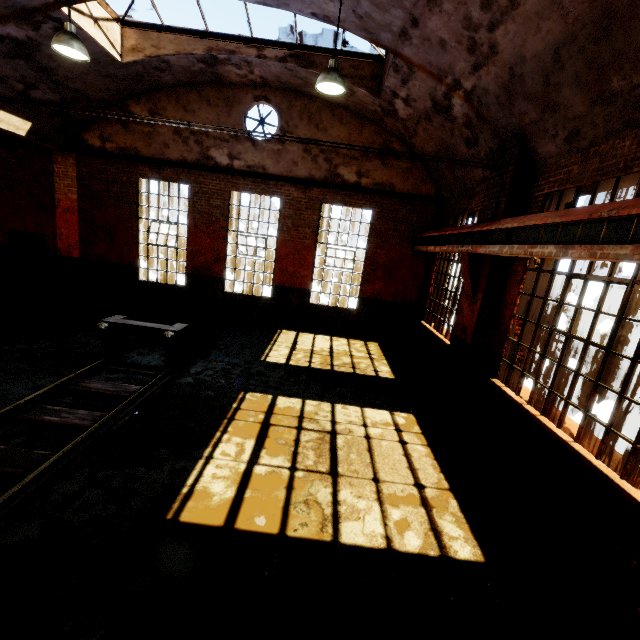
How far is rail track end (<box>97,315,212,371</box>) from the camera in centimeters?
666cm

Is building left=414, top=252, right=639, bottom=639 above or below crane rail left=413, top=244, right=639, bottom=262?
below

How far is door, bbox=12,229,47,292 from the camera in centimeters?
1158cm

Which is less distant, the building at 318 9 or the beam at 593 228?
the beam at 593 228

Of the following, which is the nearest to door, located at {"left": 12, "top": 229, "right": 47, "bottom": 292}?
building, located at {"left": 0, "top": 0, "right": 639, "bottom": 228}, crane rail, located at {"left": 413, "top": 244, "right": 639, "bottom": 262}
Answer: building, located at {"left": 0, "top": 0, "right": 639, "bottom": 228}

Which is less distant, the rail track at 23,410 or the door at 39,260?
the rail track at 23,410

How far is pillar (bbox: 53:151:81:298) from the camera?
10.9m

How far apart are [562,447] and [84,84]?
13.93m
